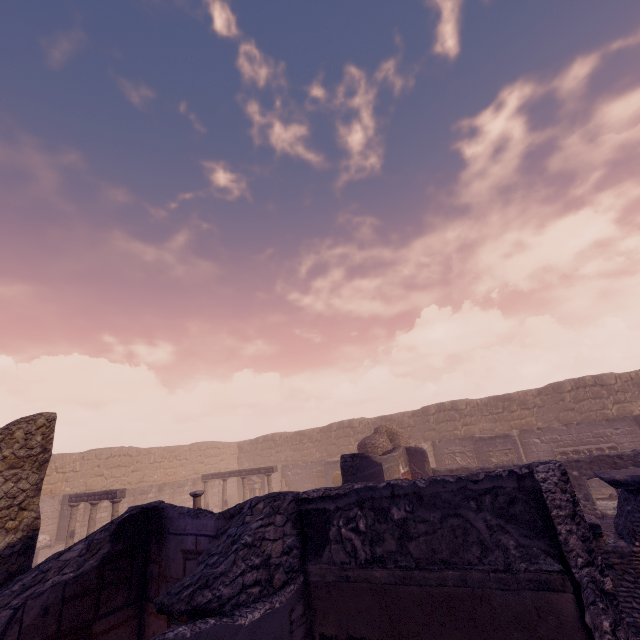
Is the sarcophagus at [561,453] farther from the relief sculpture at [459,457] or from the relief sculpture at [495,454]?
the relief sculpture at [459,457]

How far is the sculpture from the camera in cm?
1569

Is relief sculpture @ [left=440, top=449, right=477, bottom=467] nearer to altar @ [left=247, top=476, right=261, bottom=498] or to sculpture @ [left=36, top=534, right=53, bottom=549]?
altar @ [left=247, top=476, right=261, bottom=498]

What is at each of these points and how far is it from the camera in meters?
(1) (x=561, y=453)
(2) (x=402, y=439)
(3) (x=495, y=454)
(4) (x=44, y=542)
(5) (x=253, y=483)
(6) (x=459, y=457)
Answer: (1) sarcophagus, 14.9
(2) wall arch, 17.0
(3) relief sculpture, 16.0
(4) sculpture, 15.8
(5) altar, 22.7
(6) relief sculpture, 18.3

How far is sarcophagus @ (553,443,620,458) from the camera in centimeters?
1413cm

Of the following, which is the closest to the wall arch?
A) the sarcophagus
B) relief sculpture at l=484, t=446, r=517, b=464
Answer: relief sculpture at l=484, t=446, r=517, b=464

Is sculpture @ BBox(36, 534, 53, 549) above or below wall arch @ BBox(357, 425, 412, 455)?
below

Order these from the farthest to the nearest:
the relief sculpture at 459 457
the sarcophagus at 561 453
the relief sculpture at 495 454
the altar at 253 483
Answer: the altar at 253 483
the relief sculpture at 459 457
the relief sculpture at 495 454
the sarcophagus at 561 453
